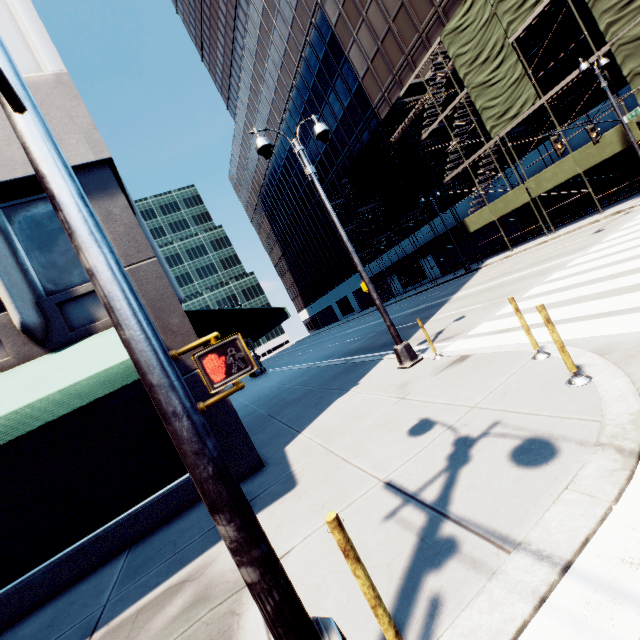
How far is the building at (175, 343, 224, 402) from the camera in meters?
6.4

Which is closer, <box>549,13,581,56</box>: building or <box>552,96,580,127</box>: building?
<box>549,13,581,56</box>: building

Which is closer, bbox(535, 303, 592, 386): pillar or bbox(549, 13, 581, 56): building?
bbox(535, 303, 592, 386): pillar

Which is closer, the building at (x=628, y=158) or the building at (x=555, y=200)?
the building at (x=628, y=158)

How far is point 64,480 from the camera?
5.9m

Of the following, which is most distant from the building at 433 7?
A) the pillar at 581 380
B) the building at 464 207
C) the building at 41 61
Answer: the building at 41 61

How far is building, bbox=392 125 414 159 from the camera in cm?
3200
